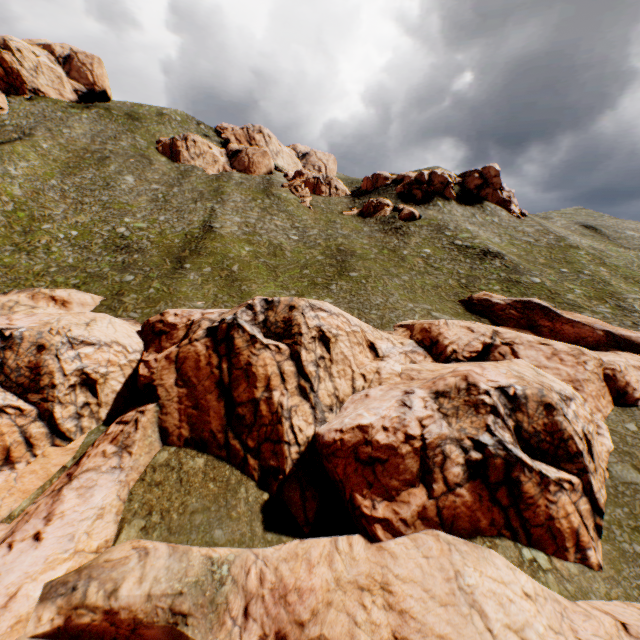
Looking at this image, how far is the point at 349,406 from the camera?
21.7m

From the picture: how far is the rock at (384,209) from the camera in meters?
55.2 m

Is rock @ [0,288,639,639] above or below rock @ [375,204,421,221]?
below

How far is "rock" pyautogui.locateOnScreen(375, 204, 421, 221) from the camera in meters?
55.2 m

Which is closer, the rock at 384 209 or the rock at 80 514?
the rock at 80 514

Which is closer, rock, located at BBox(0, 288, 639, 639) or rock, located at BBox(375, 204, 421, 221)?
rock, located at BBox(0, 288, 639, 639)
